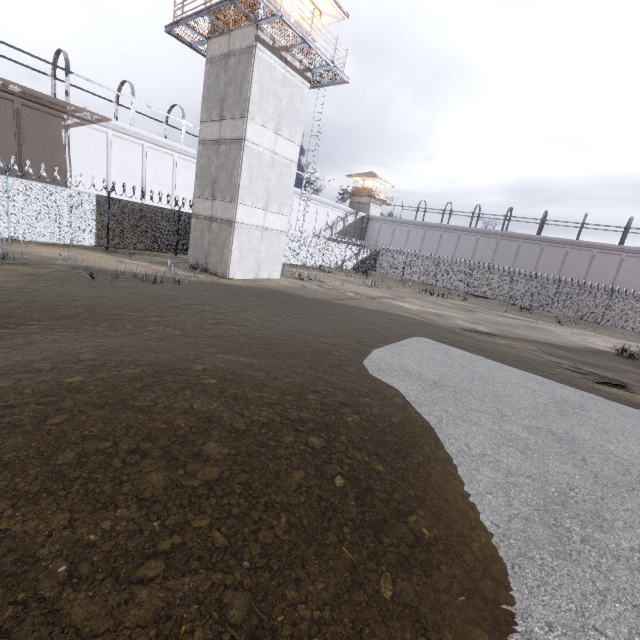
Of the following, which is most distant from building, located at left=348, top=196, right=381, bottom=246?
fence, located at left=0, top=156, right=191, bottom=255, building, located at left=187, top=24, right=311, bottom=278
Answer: building, located at left=187, top=24, right=311, bottom=278

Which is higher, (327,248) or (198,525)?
(327,248)

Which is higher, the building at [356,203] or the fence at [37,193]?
the building at [356,203]

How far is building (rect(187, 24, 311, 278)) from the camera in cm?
1574

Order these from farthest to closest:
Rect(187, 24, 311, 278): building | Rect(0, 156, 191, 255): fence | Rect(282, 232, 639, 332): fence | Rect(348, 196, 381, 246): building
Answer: Rect(348, 196, 381, 246): building, Rect(282, 232, 639, 332): fence, Rect(187, 24, 311, 278): building, Rect(0, 156, 191, 255): fence

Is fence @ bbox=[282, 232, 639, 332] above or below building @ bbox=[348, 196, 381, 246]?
below

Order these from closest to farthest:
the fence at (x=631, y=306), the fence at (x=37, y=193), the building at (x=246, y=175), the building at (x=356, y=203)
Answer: the fence at (x=37, y=193) → the building at (x=246, y=175) → the fence at (x=631, y=306) → the building at (x=356, y=203)

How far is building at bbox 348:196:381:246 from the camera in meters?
52.4 m
